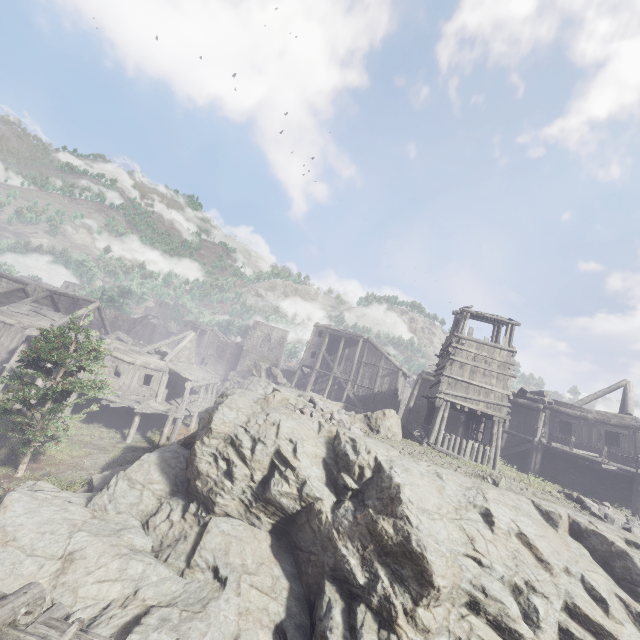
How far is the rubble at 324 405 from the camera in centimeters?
1402cm

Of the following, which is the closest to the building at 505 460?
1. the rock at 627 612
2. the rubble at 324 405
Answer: the rock at 627 612

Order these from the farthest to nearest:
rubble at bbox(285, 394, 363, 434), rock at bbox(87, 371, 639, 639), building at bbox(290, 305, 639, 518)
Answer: building at bbox(290, 305, 639, 518)
rubble at bbox(285, 394, 363, 434)
rock at bbox(87, 371, 639, 639)

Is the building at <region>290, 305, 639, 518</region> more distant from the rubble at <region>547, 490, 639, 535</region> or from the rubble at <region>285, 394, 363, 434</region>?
the rubble at <region>285, 394, 363, 434</region>

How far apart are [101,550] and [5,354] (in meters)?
23.45

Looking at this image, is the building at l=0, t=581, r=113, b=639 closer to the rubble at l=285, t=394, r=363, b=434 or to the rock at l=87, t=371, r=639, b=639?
the rock at l=87, t=371, r=639, b=639

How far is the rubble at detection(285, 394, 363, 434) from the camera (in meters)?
14.02

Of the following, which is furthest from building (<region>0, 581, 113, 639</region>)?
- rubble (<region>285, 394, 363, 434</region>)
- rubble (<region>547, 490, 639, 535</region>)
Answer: rubble (<region>285, 394, 363, 434</region>)
